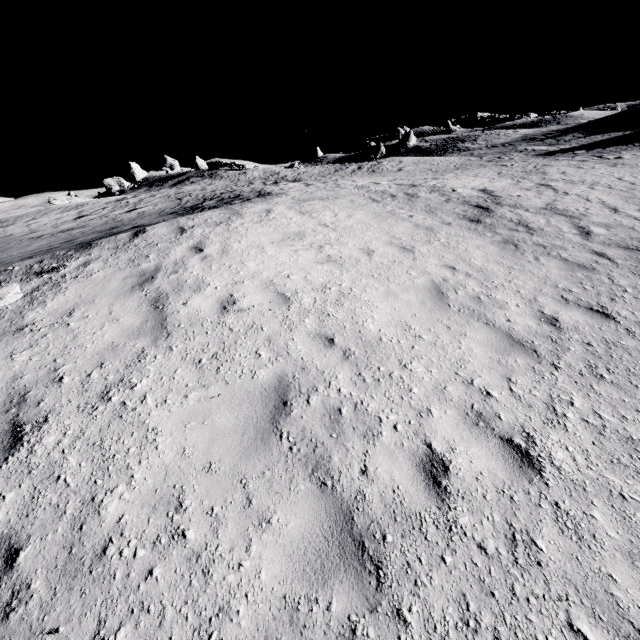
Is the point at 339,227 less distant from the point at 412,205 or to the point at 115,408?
the point at 412,205

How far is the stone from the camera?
51.2 meters

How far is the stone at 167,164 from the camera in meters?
51.2 m
